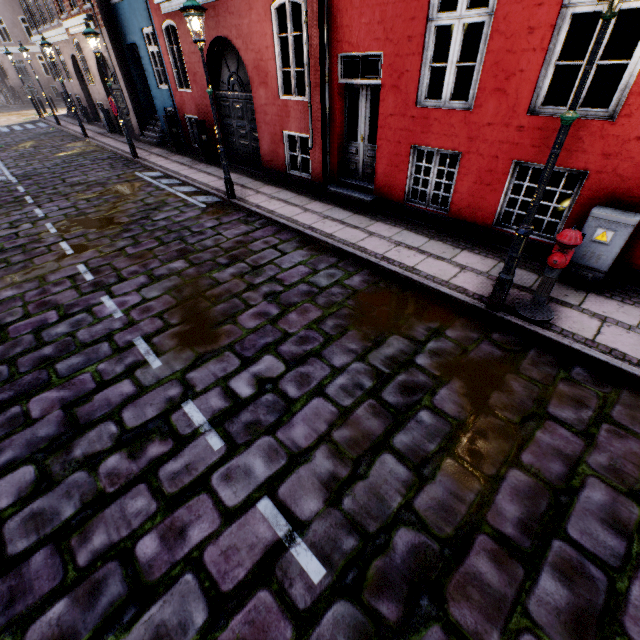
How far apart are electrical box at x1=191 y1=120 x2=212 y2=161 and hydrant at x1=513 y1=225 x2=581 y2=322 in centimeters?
1145cm

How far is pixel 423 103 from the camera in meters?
6.0

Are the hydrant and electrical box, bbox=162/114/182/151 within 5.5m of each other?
no

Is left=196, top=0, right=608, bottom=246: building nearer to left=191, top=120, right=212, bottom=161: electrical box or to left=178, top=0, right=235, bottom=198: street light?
left=191, top=120, right=212, bottom=161: electrical box

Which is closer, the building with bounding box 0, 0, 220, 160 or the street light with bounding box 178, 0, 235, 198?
the street light with bounding box 178, 0, 235, 198

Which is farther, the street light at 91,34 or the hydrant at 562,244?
the street light at 91,34

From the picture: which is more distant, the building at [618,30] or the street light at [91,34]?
the street light at [91,34]

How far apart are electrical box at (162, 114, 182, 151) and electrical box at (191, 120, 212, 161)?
2.1m
